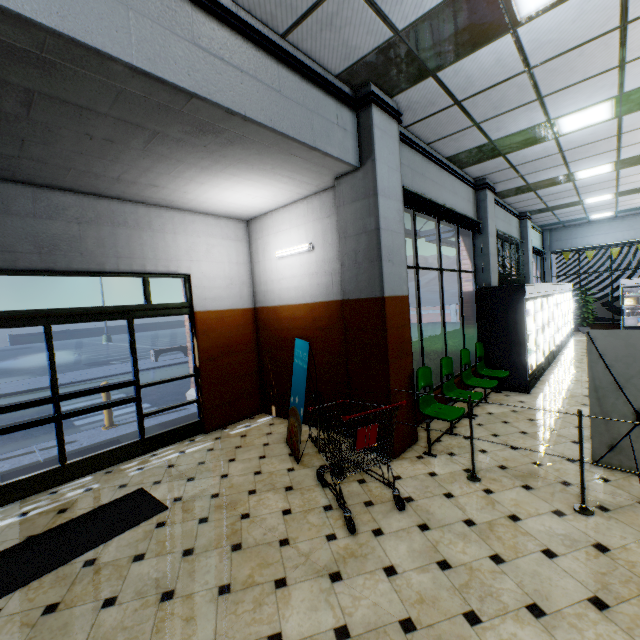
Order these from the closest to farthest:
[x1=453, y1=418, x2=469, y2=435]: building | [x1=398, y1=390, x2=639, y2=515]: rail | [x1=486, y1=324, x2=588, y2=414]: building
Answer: [x1=398, y1=390, x2=639, y2=515]: rail → [x1=453, y1=418, x2=469, y2=435]: building → [x1=486, y1=324, x2=588, y2=414]: building

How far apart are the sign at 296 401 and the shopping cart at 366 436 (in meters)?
0.56

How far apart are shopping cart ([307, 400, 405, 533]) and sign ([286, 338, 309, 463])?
0.6m

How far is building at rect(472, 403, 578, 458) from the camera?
4.4 meters

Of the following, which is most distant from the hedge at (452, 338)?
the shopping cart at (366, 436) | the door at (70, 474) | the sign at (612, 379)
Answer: the door at (70, 474)

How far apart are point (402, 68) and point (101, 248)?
4.7 meters

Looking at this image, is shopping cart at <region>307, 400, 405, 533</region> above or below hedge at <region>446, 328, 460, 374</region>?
below

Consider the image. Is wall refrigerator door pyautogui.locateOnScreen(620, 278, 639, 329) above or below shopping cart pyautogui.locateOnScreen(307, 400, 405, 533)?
above
